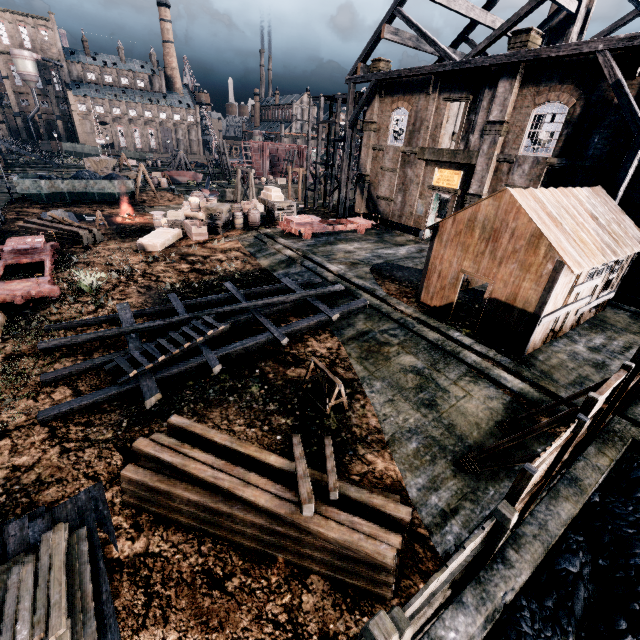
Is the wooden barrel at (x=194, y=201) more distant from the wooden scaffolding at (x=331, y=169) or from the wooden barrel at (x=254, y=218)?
the wooden scaffolding at (x=331, y=169)

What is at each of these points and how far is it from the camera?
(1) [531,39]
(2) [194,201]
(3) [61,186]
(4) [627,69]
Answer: (1) building, 18.6m
(2) wooden barrel, 28.0m
(3) rail car container, 34.4m
(4) building, 15.9m

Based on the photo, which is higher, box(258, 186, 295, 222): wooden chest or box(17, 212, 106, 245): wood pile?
box(258, 186, 295, 222): wooden chest

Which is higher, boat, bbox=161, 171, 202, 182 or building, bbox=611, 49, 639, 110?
building, bbox=611, 49, 639, 110

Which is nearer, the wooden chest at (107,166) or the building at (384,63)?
the building at (384,63)

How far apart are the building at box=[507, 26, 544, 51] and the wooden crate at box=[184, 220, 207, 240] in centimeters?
2265cm

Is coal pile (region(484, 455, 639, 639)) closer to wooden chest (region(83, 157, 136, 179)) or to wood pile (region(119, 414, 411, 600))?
wood pile (region(119, 414, 411, 600))

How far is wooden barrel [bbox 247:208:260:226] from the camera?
27.3 meters
